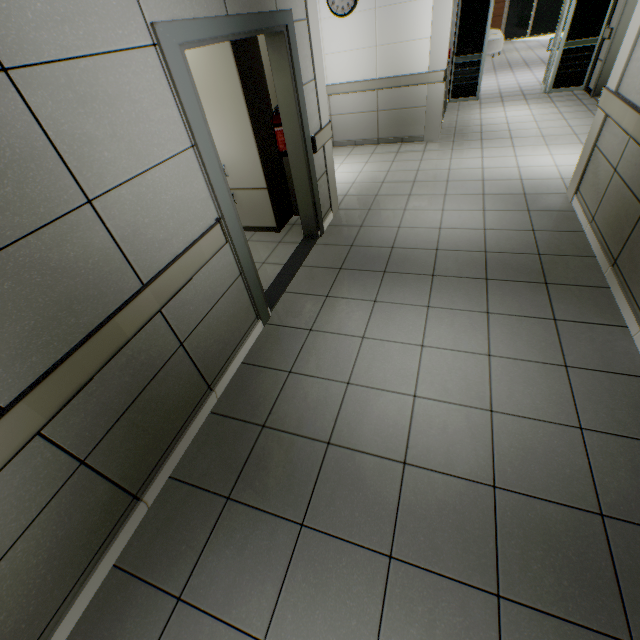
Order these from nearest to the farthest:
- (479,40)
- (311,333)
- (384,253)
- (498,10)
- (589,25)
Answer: (311,333)
(384,253)
(589,25)
(479,40)
(498,10)

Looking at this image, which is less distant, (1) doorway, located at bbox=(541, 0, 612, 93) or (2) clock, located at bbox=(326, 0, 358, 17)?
(2) clock, located at bbox=(326, 0, 358, 17)

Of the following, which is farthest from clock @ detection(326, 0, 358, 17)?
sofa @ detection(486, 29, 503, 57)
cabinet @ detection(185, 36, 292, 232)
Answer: sofa @ detection(486, 29, 503, 57)

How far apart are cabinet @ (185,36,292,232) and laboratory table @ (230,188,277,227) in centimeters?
1cm

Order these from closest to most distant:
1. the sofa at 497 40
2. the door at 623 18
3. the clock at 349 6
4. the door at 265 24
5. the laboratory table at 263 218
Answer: the door at 265 24, the laboratory table at 263 218, the clock at 349 6, the door at 623 18, the sofa at 497 40

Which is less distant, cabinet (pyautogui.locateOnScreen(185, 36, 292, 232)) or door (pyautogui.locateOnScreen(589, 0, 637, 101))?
cabinet (pyautogui.locateOnScreen(185, 36, 292, 232))

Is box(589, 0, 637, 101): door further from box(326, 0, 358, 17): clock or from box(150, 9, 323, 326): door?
box(150, 9, 323, 326): door

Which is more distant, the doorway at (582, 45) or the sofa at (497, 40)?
the sofa at (497, 40)
